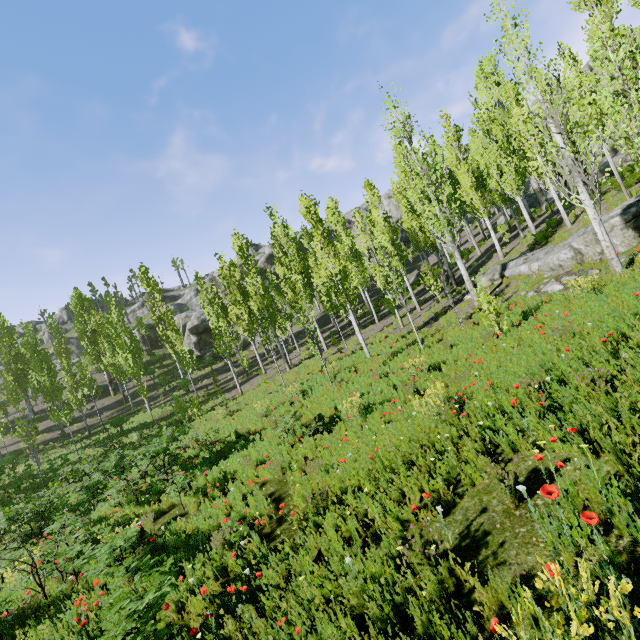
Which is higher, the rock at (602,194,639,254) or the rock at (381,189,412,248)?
the rock at (381,189,412,248)

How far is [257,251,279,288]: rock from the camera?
52.8 meters

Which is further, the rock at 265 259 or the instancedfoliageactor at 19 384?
the rock at 265 259

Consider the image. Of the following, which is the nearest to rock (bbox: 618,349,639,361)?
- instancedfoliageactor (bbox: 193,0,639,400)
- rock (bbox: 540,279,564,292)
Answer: instancedfoliageactor (bbox: 193,0,639,400)

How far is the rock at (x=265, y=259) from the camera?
52.8m

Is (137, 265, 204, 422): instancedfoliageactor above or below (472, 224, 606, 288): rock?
above

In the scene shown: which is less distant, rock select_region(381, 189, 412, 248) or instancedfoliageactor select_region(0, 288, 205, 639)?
instancedfoliageactor select_region(0, 288, 205, 639)

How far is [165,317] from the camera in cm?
3139
